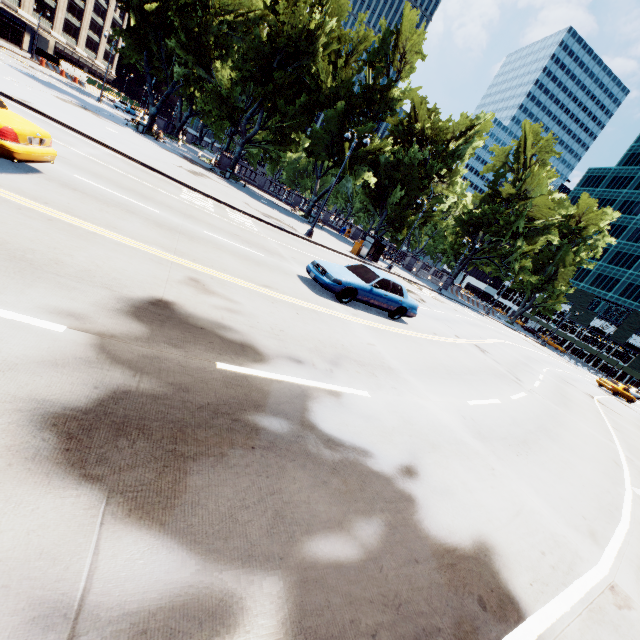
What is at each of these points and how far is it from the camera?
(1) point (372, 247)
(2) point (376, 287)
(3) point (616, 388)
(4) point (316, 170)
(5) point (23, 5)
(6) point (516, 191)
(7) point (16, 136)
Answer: (1) bus stop, 31.2 meters
(2) vehicle, 11.5 meters
(3) vehicle, 34.9 meters
(4) tree, 36.2 meters
(5) building, 57.8 meters
(6) tree, 42.4 meters
(7) vehicle, 6.6 meters

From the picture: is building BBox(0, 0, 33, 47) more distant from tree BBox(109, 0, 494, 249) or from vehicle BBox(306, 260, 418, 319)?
vehicle BBox(306, 260, 418, 319)

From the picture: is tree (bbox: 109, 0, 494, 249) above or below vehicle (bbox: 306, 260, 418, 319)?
above

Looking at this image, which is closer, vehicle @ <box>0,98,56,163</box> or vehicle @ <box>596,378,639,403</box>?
vehicle @ <box>0,98,56,163</box>

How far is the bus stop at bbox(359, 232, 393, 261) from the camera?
28.7 meters

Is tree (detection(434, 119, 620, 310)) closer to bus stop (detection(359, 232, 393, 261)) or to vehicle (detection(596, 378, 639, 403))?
bus stop (detection(359, 232, 393, 261))

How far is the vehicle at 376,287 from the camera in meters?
10.9 m

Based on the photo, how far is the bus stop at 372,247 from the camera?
28.66m
